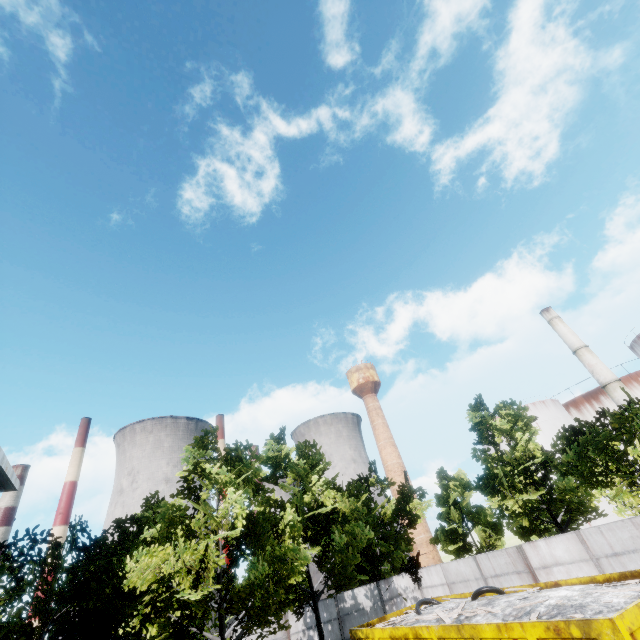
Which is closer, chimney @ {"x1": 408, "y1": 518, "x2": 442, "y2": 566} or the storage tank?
the storage tank

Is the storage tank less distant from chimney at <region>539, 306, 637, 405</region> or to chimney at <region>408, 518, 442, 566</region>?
chimney at <region>539, 306, 637, 405</region>

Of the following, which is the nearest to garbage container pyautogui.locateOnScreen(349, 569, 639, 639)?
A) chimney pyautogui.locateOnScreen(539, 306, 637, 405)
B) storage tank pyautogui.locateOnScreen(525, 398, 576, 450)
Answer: chimney pyautogui.locateOnScreen(539, 306, 637, 405)

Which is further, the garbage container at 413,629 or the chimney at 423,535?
the chimney at 423,535

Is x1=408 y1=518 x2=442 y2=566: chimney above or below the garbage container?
A: above

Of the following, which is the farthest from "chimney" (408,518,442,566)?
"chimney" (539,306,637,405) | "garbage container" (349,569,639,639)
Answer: "garbage container" (349,569,639,639)

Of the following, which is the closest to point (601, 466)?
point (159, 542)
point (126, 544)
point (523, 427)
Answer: point (523, 427)

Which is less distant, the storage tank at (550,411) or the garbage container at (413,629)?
the garbage container at (413,629)
